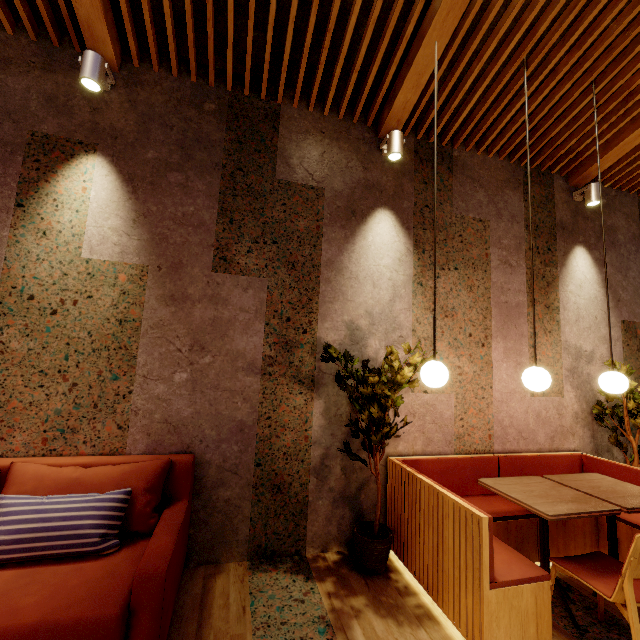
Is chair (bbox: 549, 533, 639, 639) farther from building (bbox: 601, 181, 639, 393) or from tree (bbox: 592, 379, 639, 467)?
tree (bbox: 592, 379, 639, 467)

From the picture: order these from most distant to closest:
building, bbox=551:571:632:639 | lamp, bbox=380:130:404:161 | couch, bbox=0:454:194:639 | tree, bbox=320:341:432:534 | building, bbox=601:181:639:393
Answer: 1. building, bbox=601:181:639:393
2. lamp, bbox=380:130:404:161
3. tree, bbox=320:341:432:534
4. building, bbox=551:571:632:639
5. couch, bbox=0:454:194:639

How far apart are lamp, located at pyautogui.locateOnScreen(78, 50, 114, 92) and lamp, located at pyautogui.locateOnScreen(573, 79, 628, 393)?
4.4 meters

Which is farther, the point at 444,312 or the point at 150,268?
the point at 444,312

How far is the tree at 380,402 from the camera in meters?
2.6

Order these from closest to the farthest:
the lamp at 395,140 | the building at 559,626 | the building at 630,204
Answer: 1. the building at 559,626
2. the lamp at 395,140
3. the building at 630,204

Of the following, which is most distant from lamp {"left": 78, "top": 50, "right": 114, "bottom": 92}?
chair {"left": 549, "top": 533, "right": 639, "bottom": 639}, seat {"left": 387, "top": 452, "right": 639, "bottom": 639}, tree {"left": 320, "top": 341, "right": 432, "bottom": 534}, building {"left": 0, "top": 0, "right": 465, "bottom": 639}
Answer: chair {"left": 549, "top": 533, "right": 639, "bottom": 639}

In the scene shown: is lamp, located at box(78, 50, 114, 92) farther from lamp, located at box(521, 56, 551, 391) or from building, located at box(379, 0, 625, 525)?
lamp, located at box(521, 56, 551, 391)
